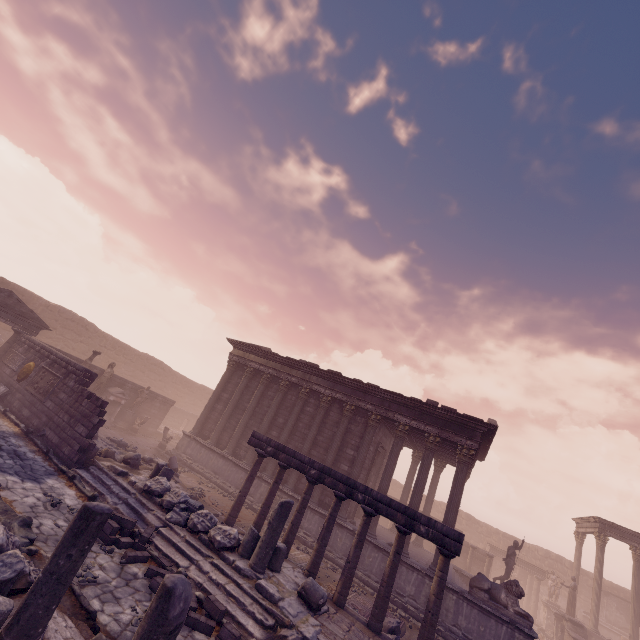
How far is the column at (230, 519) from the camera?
11.0 meters

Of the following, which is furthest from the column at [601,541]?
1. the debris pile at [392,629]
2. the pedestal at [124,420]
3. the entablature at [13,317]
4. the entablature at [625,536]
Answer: the entablature at [13,317]

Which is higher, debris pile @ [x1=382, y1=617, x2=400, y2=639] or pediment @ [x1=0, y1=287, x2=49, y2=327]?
pediment @ [x1=0, y1=287, x2=49, y2=327]

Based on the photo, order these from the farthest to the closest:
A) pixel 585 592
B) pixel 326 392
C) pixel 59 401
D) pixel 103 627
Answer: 1. pixel 585 592
2. pixel 326 392
3. pixel 59 401
4. pixel 103 627

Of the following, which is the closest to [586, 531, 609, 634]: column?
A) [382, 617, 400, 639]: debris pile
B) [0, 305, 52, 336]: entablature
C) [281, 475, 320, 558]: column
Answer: [382, 617, 400, 639]: debris pile

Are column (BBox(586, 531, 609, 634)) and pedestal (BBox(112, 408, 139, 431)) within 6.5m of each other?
no

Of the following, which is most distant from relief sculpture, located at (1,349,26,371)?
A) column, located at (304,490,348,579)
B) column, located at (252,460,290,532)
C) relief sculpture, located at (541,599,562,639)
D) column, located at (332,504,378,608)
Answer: column, located at (332,504,378,608)

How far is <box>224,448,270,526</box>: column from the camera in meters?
11.0
